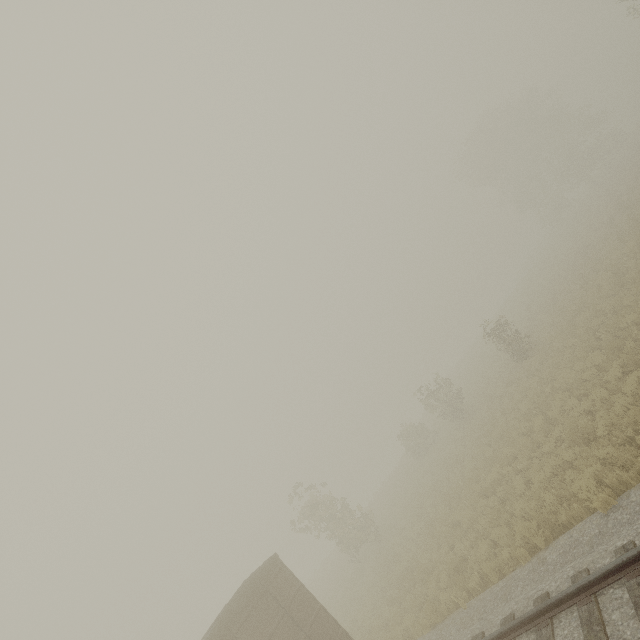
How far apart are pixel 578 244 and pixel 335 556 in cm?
3869
